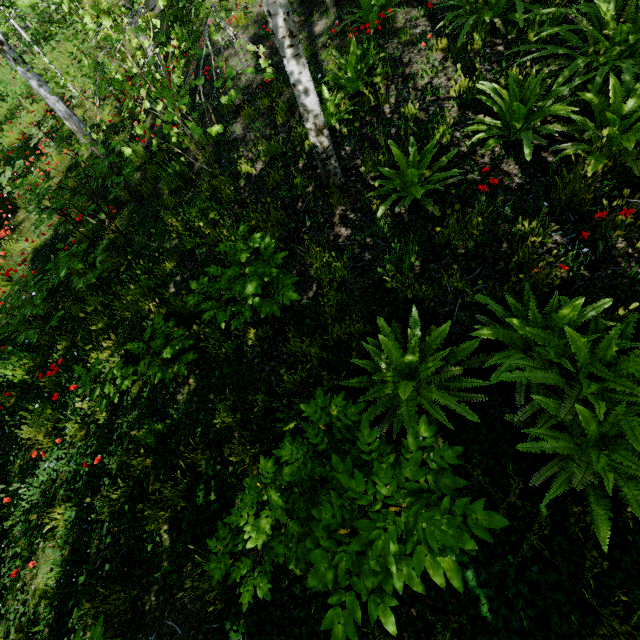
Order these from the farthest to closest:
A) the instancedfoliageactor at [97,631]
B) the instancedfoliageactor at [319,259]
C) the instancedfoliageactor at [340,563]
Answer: the instancedfoliageactor at [319,259] → the instancedfoliageactor at [97,631] → the instancedfoliageactor at [340,563]

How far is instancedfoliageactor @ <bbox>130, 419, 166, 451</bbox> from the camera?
3.23m

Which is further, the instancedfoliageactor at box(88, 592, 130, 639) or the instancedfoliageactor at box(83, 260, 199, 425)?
the instancedfoliageactor at box(83, 260, 199, 425)

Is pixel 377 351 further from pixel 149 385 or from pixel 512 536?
pixel 149 385

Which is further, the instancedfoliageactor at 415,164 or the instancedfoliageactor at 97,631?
the instancedfoliageactor at 415,164
